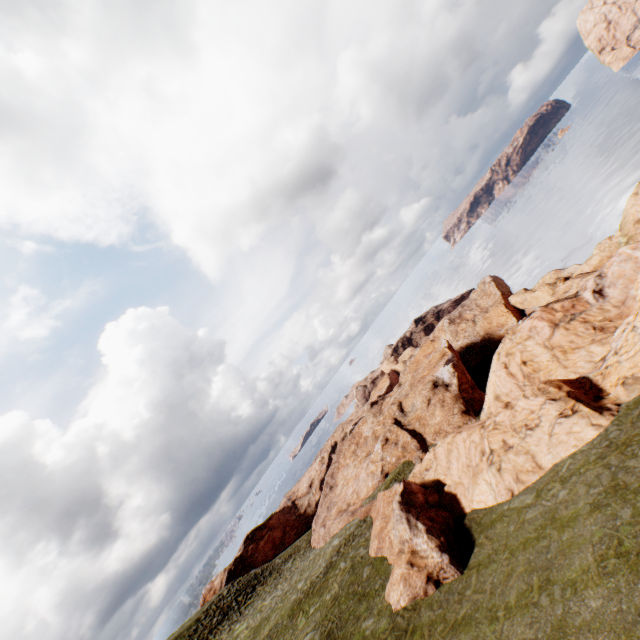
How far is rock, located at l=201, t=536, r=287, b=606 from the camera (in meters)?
53.31

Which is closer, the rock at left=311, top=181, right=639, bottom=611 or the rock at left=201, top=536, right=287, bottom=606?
the rock at left=311, top=181, right=639, bottom=611

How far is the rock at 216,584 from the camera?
53.31m

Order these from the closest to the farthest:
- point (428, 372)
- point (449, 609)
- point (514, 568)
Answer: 1. point (514, 568)
2. point (449, 609)
3. point (428, 372)

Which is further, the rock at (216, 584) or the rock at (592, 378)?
the rock at (216, 584)
